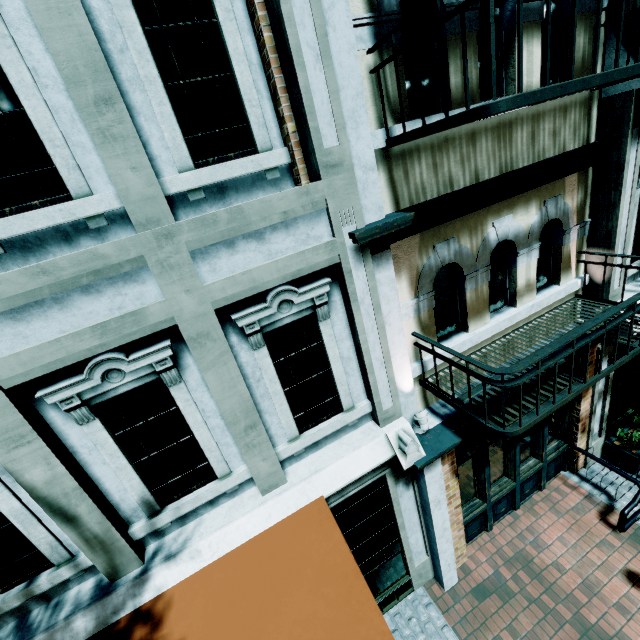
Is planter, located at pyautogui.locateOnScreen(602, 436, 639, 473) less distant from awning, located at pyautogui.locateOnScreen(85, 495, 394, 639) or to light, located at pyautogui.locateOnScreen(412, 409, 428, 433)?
light, located at pyautogui.locateOnScreen(412, 409, 428, 433)

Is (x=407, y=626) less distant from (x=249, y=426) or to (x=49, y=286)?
(x=249, y=426)

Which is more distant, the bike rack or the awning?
the bike rack

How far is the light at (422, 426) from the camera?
4.1 meters

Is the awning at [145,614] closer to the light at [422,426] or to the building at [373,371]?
the building at [373,371]

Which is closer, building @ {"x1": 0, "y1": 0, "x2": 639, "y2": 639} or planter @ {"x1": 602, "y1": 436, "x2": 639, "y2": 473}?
building @ {"x1": 0, "y1": 0, "x2": 639, "y2": 639}

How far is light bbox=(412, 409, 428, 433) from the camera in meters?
4.1

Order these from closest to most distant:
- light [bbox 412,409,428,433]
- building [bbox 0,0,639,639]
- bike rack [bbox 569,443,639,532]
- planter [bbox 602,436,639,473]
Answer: building [bbox 0,0,639,639] → light [bbox 412,409,428,433] → bike rack [bbox 569,443,639,532] → planter [bbox 602,436,639,473]
